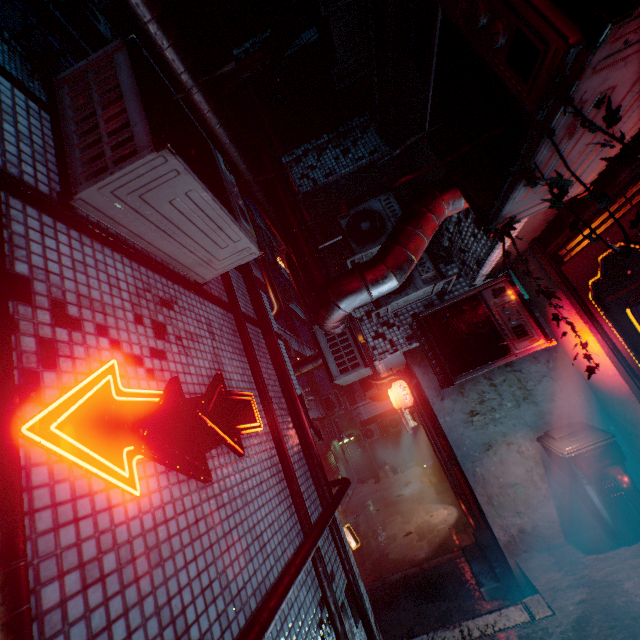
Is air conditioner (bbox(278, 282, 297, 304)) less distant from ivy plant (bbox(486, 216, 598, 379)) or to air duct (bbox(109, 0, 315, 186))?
air duct (bbox(109, 0, 315, 186))

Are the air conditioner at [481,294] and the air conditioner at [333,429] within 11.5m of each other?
no

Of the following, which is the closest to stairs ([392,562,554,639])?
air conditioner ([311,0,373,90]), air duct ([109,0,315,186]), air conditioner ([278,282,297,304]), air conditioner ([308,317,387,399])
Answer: air duct ([109,0,315,186])

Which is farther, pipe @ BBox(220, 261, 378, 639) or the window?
the window

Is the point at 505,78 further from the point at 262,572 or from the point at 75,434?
the point at 262,572

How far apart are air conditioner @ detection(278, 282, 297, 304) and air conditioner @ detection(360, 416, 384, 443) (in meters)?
7.52

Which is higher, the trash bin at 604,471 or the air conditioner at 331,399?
the air conditioner at 331,399

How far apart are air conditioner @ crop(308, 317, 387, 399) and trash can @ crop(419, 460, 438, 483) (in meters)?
8.49
